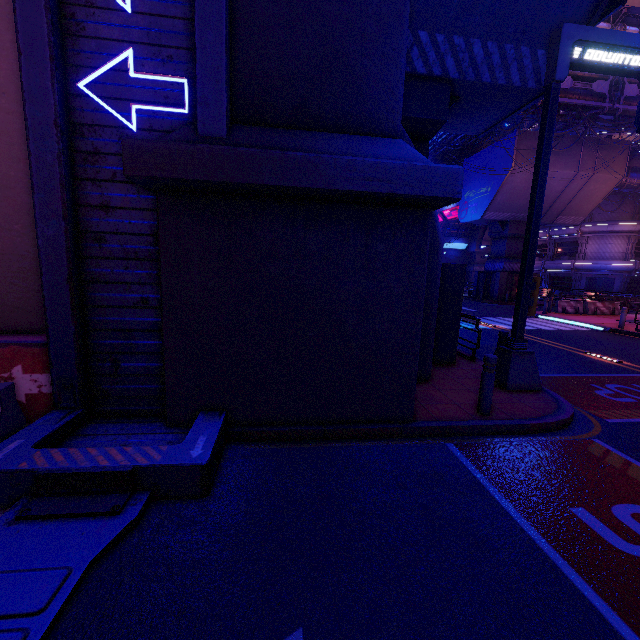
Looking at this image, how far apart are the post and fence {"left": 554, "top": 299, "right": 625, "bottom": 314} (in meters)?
22.28

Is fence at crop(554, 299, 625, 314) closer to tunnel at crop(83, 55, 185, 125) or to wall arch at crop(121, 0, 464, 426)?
wall arch at crop(121, 0, 464, 426)

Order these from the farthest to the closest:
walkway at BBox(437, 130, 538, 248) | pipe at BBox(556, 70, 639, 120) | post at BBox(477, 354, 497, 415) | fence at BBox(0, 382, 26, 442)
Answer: walkway at BBox(437, 130, 538, 248), pipe at BBox(556, 70, 639, 120), post at BBox(477, 354, 497, 415), fence at BBox(0, 382, 26, 442)

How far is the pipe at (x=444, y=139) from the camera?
45.7m

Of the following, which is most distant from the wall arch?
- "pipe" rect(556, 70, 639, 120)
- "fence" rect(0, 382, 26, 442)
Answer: "pipe" rect(556, 70, 639, 120)

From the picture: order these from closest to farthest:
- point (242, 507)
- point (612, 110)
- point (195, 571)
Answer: point (195, 571) < point (242, 507) < point (612, 110)

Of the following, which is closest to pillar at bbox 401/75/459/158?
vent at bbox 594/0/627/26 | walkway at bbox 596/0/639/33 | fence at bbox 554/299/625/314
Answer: vent at bbox 594/0/627/26

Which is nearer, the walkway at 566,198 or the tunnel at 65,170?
the tunnel at 65,170
